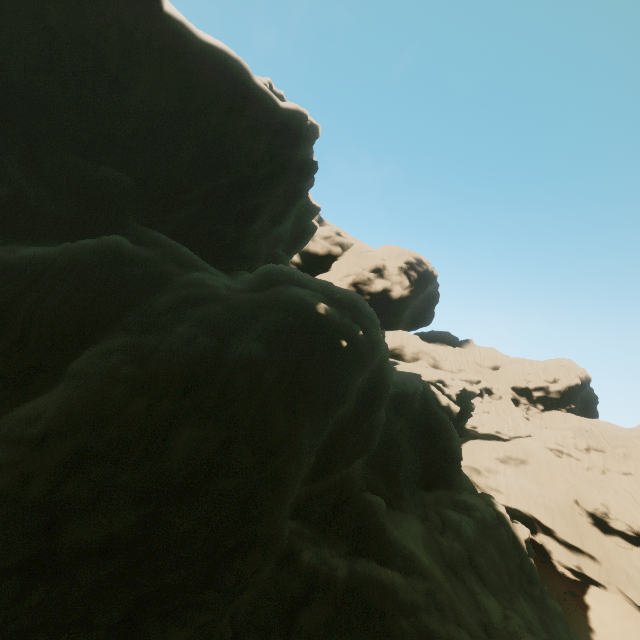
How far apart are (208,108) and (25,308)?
19.9m
